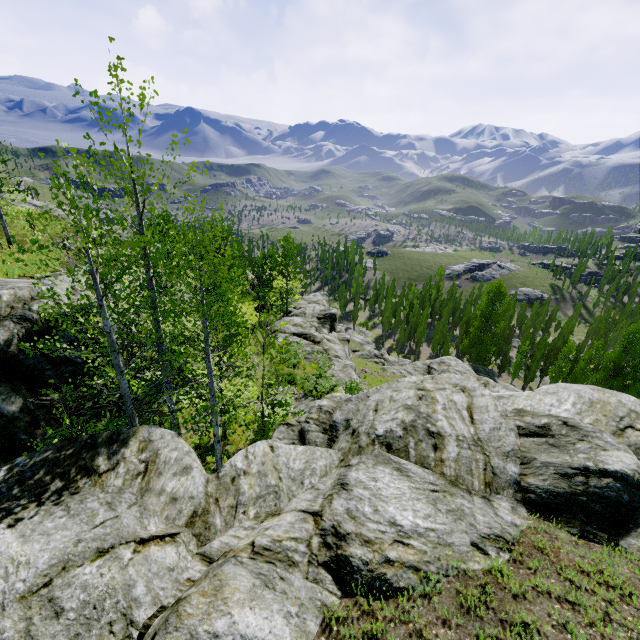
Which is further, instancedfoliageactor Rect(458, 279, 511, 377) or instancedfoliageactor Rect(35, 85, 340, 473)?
instancedfoliageactor Rect(458, 279, 511, 377)

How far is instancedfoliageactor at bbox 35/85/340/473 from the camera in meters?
6.7

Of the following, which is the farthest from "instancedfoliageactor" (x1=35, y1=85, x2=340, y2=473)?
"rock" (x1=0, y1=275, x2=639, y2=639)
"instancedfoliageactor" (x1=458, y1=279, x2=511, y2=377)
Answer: "instancedfoliageactor" (x1=458, y1=279, x2=511, y2=377)

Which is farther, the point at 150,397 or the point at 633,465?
the point at 150,397

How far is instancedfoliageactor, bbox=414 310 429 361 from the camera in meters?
55.3 m

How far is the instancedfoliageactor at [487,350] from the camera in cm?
4531

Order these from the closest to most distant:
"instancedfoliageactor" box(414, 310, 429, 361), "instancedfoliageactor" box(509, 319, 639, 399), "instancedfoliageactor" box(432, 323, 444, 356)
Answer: "instancedfoliageactor" box(509, 319, 639, 399) → "instancedfoliageactor" box(414, 310, 429, 361) → "instancedfoliageactor" box(432, 323, 444, 356)
